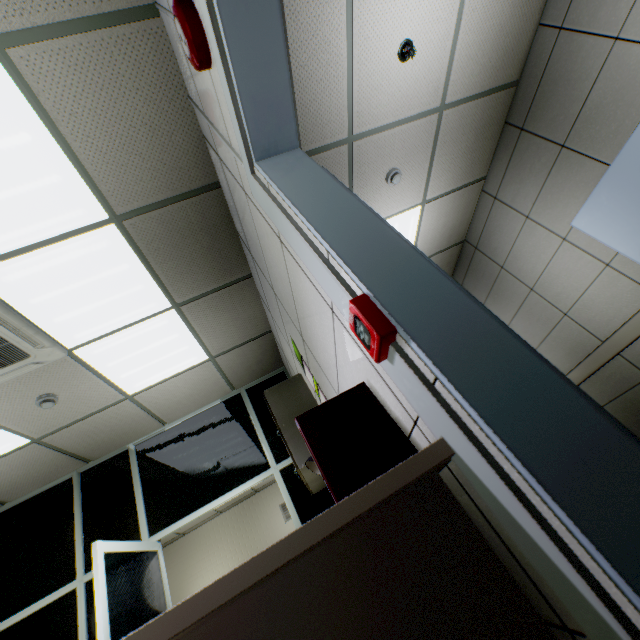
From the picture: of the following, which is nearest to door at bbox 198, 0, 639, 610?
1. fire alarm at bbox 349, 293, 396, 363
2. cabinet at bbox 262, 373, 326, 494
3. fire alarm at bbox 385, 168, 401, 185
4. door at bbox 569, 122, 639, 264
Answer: fire alarm at bbox 349, 293, 396, 363

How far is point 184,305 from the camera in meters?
3.2

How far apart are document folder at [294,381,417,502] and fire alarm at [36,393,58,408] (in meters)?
3.17

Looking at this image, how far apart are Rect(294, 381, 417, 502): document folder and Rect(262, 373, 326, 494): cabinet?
1.4 meters

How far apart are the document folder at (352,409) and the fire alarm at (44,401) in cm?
317

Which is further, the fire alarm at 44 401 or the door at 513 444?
the fire alarm at 44 401

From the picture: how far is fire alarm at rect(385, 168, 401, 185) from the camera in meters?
3.2

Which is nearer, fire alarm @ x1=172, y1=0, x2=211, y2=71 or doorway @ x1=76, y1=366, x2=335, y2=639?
fire alarm @ x1=172, y1=0, x2=211, y2=71
